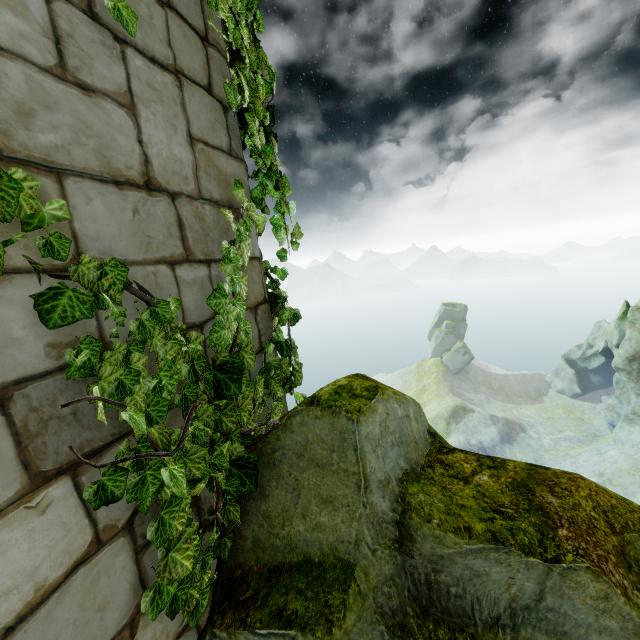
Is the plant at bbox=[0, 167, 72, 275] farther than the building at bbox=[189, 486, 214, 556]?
No

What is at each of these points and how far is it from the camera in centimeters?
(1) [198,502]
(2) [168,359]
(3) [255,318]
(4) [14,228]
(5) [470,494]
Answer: (1) building, 175cm
(2) plant, 151cm
(3) building, 244cm
(4) building, 106cm
(5) rock, 163cm

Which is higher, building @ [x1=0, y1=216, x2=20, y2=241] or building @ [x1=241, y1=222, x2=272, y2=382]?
building @ [x1=0, y1=216, x2=20, y2=241]

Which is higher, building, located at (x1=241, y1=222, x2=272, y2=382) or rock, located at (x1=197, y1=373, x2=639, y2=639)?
building, located at (x1=241, y1=222, x2=272, y2=382)

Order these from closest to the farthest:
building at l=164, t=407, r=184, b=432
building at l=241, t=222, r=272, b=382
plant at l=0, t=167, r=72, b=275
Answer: plant at l=0, t=167, r=72, b=275, building at l=164, t=407, r=184, b=432, building at l=241, t=222, r=272, b=382

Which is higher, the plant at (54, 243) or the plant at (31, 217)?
the plant at (31, 217)

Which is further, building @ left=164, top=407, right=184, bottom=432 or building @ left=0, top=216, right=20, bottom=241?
building @ left=164, top=407, right=184, bottom=432

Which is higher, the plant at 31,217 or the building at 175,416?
the plant at 31,217
